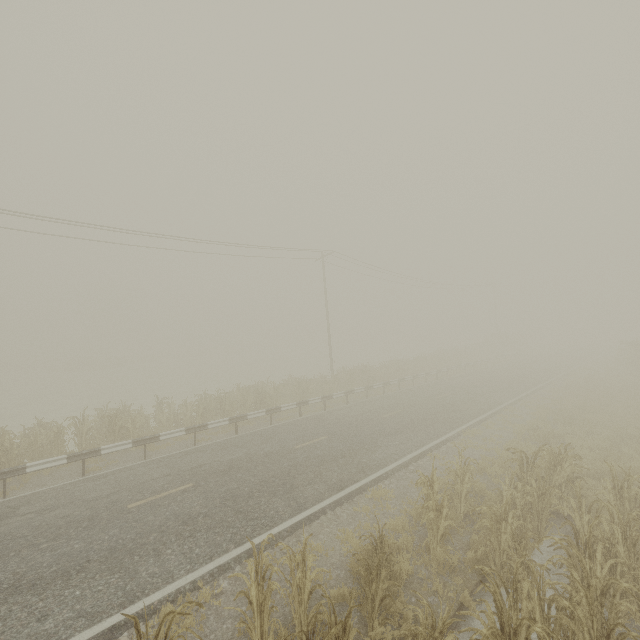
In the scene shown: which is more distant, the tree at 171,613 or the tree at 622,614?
the tree at 622,614

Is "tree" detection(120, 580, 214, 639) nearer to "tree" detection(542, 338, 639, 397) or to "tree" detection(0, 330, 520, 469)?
"tree" detection(0, 330, 520, 469)

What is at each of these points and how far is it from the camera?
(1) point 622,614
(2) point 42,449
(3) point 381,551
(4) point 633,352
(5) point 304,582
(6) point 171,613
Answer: (1) tree, 5.3 meters
(2) tree, 14.6 meters
(3) tree, 6.0 meters
(4) tree, 27.8 meters
(5) tree, 5.1 meters
(6) tree, 3.7 meters

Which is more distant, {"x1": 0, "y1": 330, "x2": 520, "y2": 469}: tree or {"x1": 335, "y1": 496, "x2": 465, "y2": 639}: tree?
{"x1": 0, "y1": 330, "x2": 520, "y2": 469}: tree

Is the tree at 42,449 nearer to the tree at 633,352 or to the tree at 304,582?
the tree at 304,582
